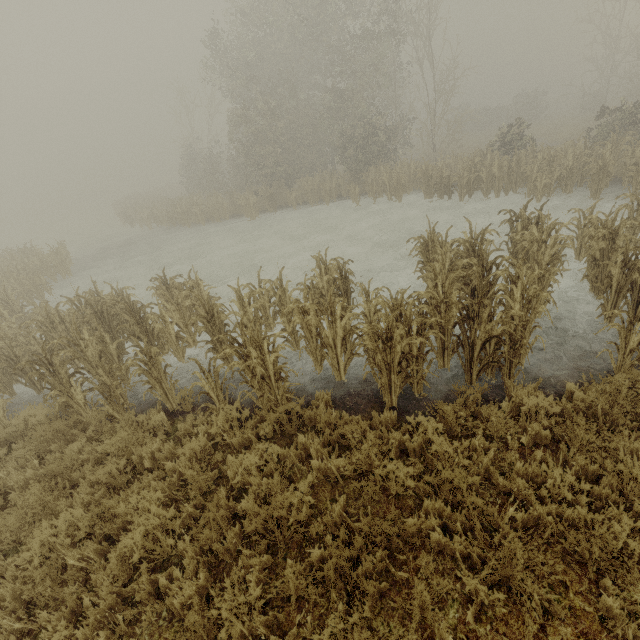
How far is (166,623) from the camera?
3.5 meters
